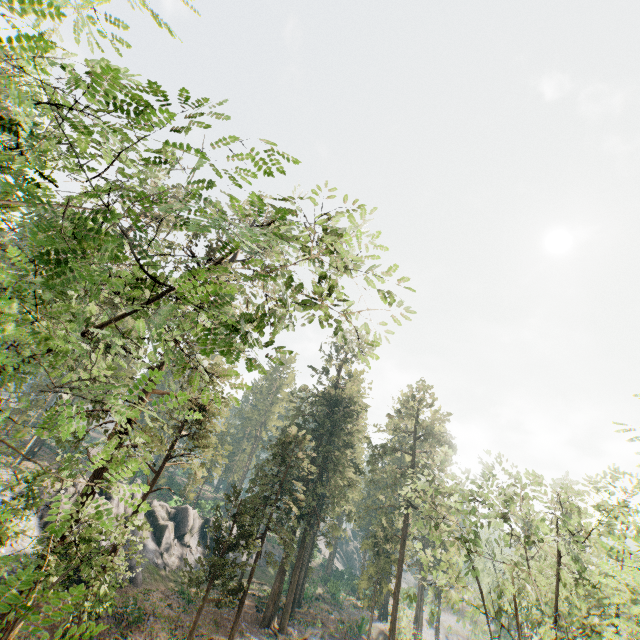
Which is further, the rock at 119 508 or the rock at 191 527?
the rock at 191 527

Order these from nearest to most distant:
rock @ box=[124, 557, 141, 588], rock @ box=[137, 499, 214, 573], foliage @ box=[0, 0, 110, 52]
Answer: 1. foliage @ box=[0, 0, 110, 52]
2. rock @ box=[124, 557, 141, 588]
3. rock @ box=[137, 499, 214, 573]

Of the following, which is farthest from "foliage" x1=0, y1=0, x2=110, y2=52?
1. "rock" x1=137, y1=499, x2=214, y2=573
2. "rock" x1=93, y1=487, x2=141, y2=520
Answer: "rock" x1=137, y1=499, x2=214, y2=573

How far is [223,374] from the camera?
5.39m

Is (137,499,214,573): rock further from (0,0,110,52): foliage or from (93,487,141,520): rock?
(0,0,110,52): foliage

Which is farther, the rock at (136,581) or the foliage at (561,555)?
the rock at (136,581)
